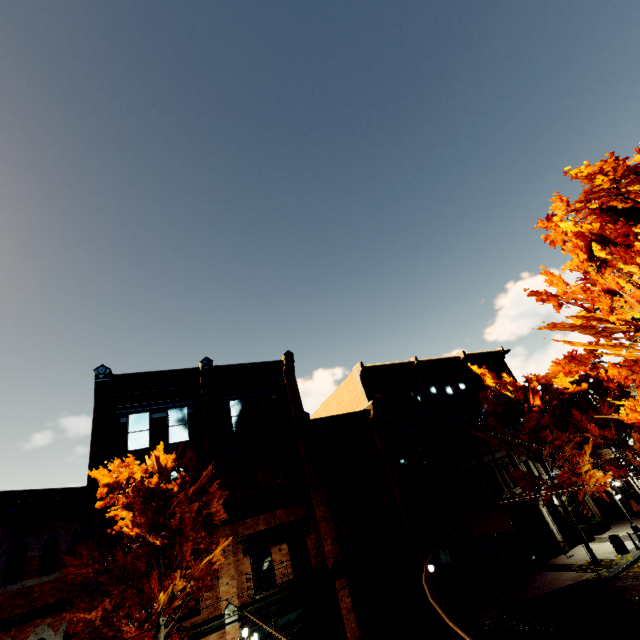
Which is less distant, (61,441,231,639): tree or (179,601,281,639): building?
(61,441,231,639): tree

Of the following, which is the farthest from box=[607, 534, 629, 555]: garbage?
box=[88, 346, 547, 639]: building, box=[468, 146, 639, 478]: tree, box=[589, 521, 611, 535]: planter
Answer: box=[589, 521, 611, 535]: planter

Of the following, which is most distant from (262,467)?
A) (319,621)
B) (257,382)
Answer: (319,621)

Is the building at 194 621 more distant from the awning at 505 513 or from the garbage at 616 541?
the garbage at 616 541

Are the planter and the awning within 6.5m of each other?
no

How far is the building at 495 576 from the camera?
16.97m

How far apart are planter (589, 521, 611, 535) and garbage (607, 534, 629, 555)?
4.7 meters
